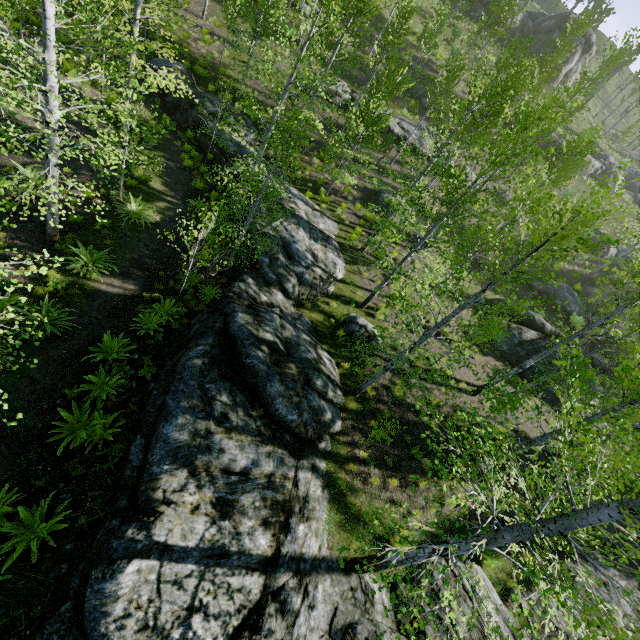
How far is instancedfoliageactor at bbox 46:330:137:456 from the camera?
7.2 meters

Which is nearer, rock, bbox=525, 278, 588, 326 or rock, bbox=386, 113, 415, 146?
rock, bbox=525, 278, 588, 326

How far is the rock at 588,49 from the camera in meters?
41.6

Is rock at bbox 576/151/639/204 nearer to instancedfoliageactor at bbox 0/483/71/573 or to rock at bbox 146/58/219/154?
instancedfoliageactor at bbox 0/483/71/573

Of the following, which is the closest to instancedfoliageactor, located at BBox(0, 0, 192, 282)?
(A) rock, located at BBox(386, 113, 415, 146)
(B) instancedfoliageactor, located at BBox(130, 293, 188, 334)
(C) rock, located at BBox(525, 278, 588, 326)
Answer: (A) rock, located at BBox(386, 113, 415, 146)

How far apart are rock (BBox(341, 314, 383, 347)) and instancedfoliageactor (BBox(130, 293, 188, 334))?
6.10m

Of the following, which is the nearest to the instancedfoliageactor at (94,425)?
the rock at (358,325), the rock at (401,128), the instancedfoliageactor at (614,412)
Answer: the rock at (401,128)

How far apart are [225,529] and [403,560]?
3.37m
